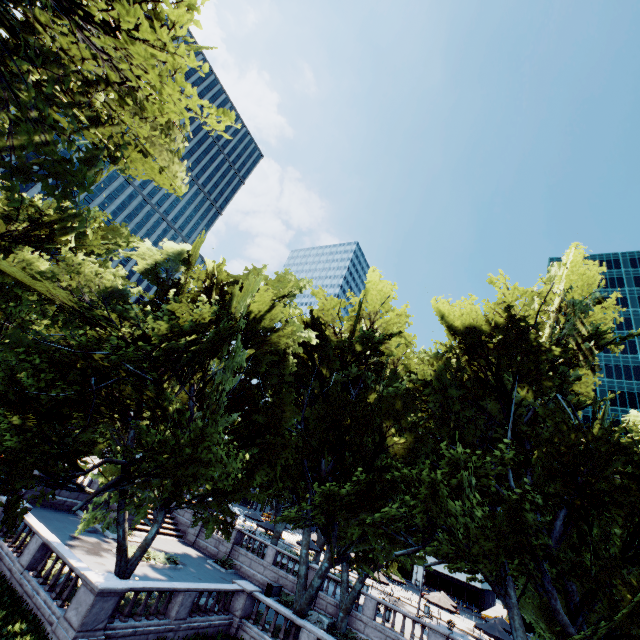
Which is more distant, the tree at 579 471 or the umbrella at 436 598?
the umbrella at 436 598

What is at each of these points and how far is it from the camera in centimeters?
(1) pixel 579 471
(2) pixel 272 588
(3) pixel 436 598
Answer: (1) tree, 1459cm
(2) container, 2647cm
(3) umbrella, 2912cm

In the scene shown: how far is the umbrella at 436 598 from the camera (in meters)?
28.26

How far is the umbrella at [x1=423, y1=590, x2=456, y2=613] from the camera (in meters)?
28.26

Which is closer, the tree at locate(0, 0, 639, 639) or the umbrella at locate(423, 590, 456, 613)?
the tree at locate(0, 0, 639, 639)

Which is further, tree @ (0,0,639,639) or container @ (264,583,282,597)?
container @ (264,583,282,597)

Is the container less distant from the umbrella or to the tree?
the tree
